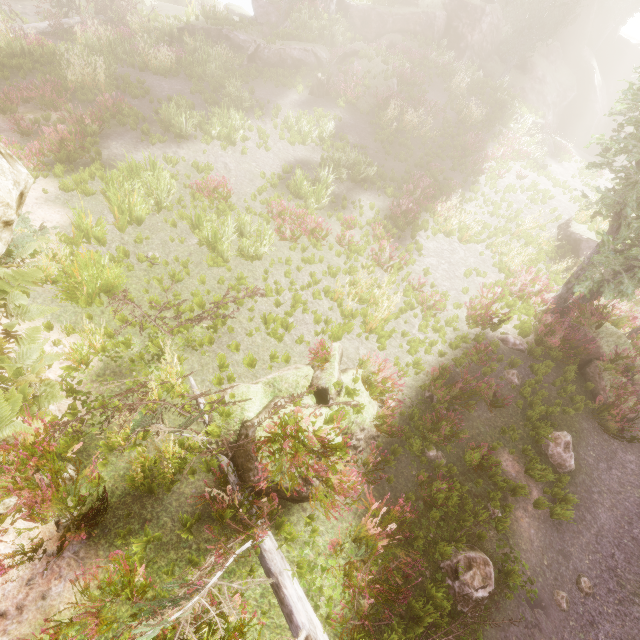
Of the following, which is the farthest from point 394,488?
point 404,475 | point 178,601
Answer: point 178,601

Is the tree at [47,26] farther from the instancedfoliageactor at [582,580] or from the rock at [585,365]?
the instancedfoliageactor at [582,580]

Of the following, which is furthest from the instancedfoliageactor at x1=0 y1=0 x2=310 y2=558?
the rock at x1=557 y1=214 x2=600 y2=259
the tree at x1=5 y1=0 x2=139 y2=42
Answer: the rock at x1=557 y1=214 x2=600 y2=259

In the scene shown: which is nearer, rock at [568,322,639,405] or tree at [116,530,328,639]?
tree at [116,530,328,639]

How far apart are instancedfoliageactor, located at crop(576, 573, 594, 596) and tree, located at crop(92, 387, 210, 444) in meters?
8.1

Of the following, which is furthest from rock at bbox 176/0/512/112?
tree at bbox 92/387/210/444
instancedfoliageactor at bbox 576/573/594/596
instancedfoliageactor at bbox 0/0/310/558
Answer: instancedfoliageactor at bbox 576/573/594/596

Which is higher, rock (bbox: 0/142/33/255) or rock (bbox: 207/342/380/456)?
rock (bbox: 0/142/33/255)

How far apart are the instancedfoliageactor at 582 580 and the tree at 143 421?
8.06m
